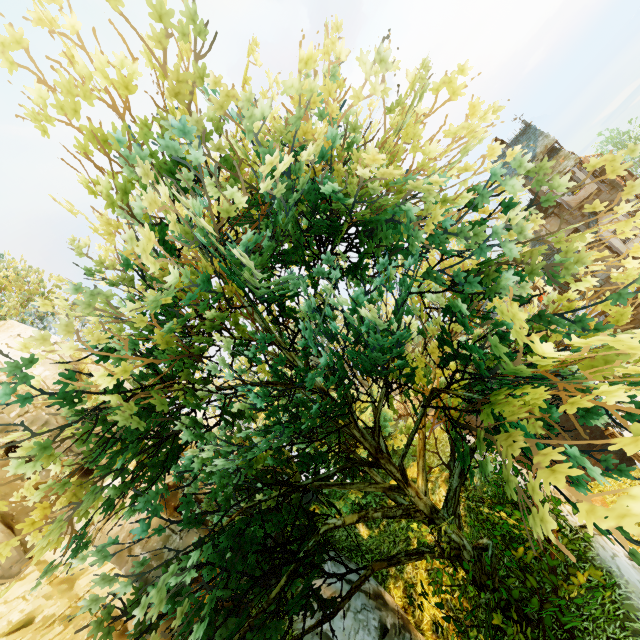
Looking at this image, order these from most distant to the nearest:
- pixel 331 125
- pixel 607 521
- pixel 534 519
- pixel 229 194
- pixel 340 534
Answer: pixel 340 534, pixel 331 125, pixel 229 194, pixel 534 519, pixel 607 521

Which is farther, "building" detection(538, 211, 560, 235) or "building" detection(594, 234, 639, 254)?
"building" detection(538, 211, 560, 235)

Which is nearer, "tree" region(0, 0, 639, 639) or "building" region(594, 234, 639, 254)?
"tree" region(0, 0, 639, 639)

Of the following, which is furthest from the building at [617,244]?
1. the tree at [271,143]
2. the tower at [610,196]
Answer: the tree at [271,143]

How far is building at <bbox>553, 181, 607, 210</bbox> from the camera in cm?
2503

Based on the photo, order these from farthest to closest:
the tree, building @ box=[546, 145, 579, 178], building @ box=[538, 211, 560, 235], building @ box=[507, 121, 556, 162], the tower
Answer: building @ box=[538, 211, 560, 235] < building @ box=[507, 121, 556, 162] < the tower < building @ box=[546, 145, 579, 178] < the tree

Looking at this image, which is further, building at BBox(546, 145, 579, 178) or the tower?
the tower

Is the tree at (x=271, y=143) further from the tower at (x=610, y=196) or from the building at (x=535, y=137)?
the tower at (x=610, y=196)
